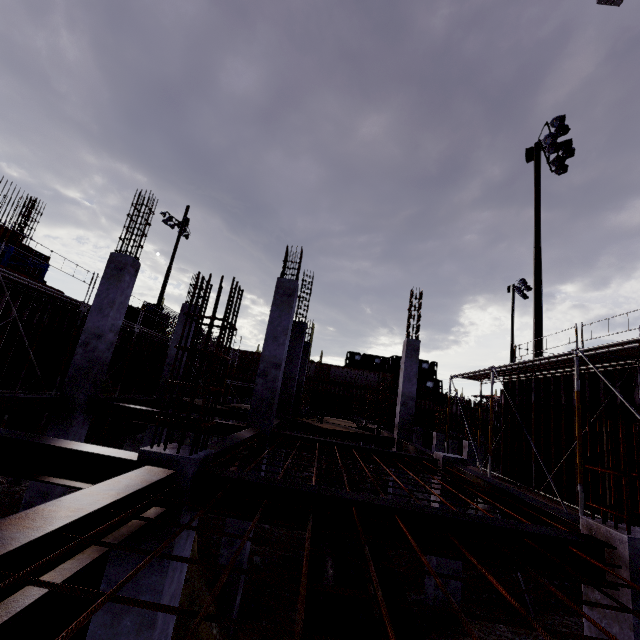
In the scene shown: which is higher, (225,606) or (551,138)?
(551,138)

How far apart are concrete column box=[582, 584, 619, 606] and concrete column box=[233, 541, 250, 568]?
6.21m

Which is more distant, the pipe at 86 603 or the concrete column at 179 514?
the pipe at 86 603

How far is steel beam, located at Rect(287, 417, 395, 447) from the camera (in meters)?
13.02

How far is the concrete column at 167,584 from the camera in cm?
306

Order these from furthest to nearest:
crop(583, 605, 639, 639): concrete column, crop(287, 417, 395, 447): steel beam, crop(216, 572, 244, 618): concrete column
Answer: crop(287, 417, 395, 447): steel beam → crop(216, 572, 244, 618): concrete column → crop(583, 605, 639, 639): concrete column

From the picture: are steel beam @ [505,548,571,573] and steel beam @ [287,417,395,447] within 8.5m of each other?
no

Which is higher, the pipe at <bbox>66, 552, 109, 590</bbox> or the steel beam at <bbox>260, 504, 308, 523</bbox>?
the steel beam at <bbox>260, 504, 308, 523</bbox>
